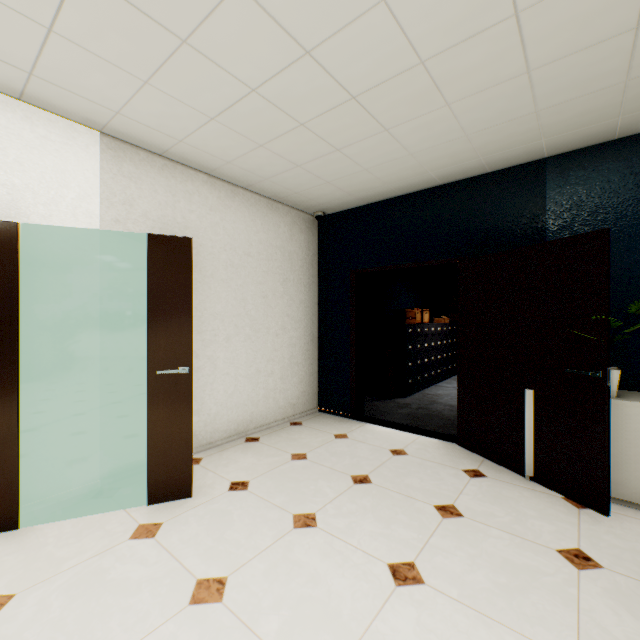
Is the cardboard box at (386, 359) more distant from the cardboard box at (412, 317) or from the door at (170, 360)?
the door at (170, 360)

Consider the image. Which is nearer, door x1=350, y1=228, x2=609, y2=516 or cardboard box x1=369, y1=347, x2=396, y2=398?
door x1=350, y1=228, x2=609, y2=516

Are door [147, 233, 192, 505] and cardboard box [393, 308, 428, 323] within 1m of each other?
no

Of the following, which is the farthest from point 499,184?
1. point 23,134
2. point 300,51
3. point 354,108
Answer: point 23,134

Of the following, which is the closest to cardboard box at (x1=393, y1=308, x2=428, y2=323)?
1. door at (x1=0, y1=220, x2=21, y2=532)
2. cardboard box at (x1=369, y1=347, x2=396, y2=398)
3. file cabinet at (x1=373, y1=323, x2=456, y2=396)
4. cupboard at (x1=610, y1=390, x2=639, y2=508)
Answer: file cabinet at (x1=373, y1=323, x2=456, y2=396)

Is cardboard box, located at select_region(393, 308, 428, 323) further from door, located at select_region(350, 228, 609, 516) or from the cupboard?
the cupboard

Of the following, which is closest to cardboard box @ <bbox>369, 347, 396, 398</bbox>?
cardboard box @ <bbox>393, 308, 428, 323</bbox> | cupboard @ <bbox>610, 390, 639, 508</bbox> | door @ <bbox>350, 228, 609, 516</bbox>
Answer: cardboard box @ <bbox>393, 308, 428, 323</bbox>

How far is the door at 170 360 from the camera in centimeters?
244cm
